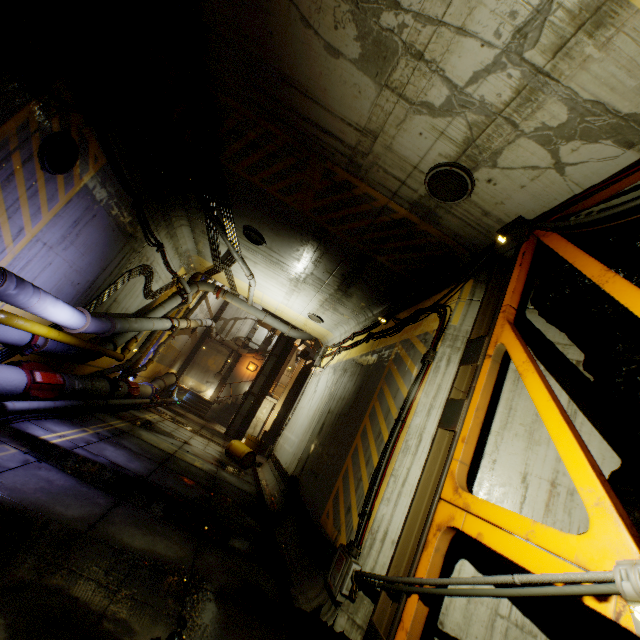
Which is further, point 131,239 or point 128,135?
point 131,239

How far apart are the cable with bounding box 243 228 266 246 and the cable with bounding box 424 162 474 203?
6.0m

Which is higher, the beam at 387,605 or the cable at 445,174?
the cable at 445,174

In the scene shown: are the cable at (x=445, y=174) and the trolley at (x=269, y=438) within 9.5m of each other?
no

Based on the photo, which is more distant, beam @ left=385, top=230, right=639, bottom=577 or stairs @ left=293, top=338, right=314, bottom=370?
stairs @ left=293, top=338, right=314, bottom=370

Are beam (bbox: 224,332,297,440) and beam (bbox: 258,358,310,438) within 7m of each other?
yes

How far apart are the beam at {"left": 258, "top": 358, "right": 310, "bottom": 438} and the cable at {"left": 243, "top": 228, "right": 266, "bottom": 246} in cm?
1641

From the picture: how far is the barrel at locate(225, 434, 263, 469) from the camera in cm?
1316
